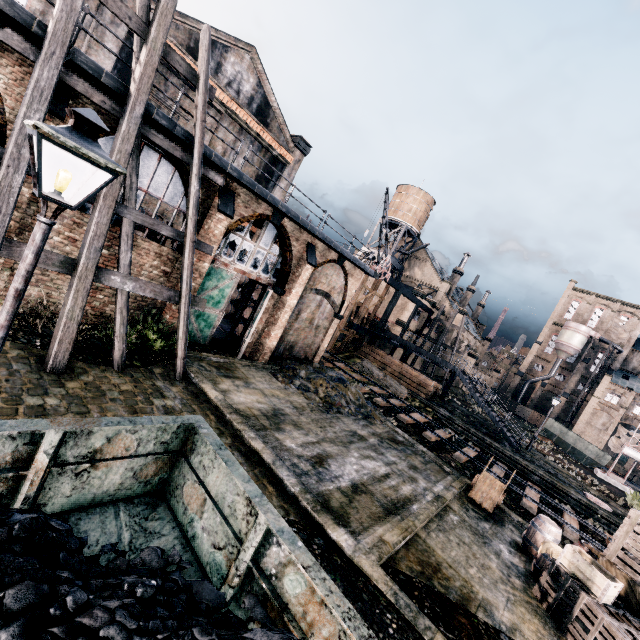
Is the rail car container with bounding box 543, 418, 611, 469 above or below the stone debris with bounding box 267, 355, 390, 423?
above

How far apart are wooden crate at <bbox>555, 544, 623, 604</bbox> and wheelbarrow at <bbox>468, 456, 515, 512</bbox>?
3.7m

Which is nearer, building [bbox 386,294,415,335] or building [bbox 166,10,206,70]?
building [bbox 166,10,206,70]

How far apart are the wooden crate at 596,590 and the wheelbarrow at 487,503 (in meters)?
3.71

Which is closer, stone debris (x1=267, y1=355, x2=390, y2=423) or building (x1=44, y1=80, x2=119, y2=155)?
building (x1=44, y1=80, x2=119, y2=155)

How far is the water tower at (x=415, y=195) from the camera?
52.1m

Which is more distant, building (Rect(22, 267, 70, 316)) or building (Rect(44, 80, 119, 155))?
building (Rect(22, 267, 70, 316))

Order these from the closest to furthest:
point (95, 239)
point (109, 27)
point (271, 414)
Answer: point (95, 239) → point (271, 414) → point (109, 27)
